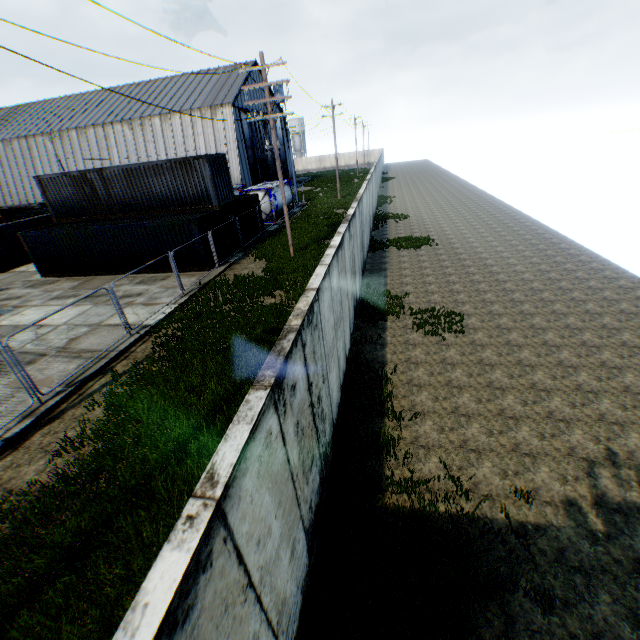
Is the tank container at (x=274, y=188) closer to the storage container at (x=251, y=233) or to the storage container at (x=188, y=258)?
the storage container at (x=251, y=233)

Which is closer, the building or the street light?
the street light

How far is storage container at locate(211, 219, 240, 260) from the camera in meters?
19.5

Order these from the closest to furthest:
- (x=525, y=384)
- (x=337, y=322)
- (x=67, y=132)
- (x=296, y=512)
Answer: (x=296, y=512), (x=337, y=322), (x=525, y=384), (x=67, y=132)

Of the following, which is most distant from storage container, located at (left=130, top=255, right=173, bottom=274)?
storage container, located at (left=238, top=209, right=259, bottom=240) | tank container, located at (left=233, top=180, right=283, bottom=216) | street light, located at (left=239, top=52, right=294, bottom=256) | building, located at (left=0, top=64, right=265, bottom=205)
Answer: building, located at (left=0, top=64, right=265, bottom=205)

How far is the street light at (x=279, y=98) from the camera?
14.98m

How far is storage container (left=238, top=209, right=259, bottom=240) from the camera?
23.7 meters

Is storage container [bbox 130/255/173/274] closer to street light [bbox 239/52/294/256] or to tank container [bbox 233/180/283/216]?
street light [bbox 239/52/294/256]
